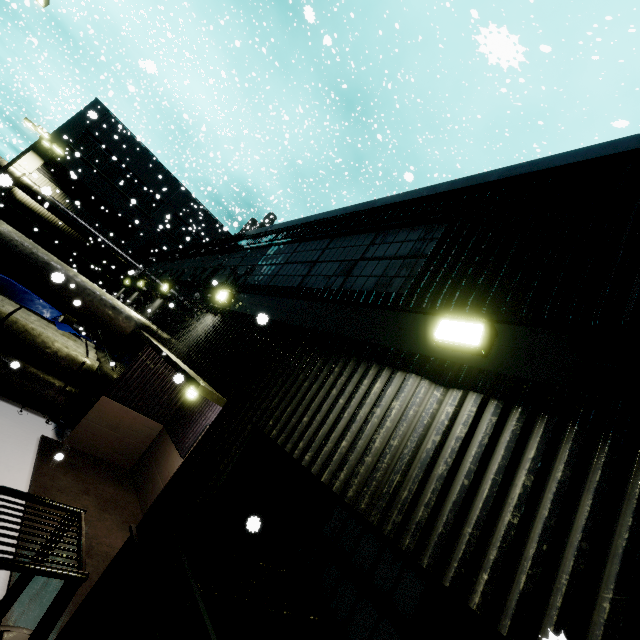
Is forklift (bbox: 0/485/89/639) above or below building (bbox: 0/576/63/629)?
above

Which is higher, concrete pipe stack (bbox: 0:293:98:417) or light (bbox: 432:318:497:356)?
light (bbox: 432:318:497:356)

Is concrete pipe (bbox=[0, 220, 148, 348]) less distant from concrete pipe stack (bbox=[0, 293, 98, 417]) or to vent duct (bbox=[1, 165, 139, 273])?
concrete pipe stack (bbox=[0, 293, 98, 417])

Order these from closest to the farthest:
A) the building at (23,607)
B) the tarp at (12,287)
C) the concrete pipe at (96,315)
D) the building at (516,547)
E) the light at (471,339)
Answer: the building at (516,547) → the light at (471,339) → the building at (23,607) → the concrete pipe at (96,315) → the tarp at (12,287)

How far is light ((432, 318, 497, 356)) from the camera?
2.7m

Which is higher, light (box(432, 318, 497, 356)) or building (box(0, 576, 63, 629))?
light (box(432, 318, 497, 356))

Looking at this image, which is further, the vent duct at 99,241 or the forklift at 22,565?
the vent duct at 99,241

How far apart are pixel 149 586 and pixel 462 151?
42.2 meters
